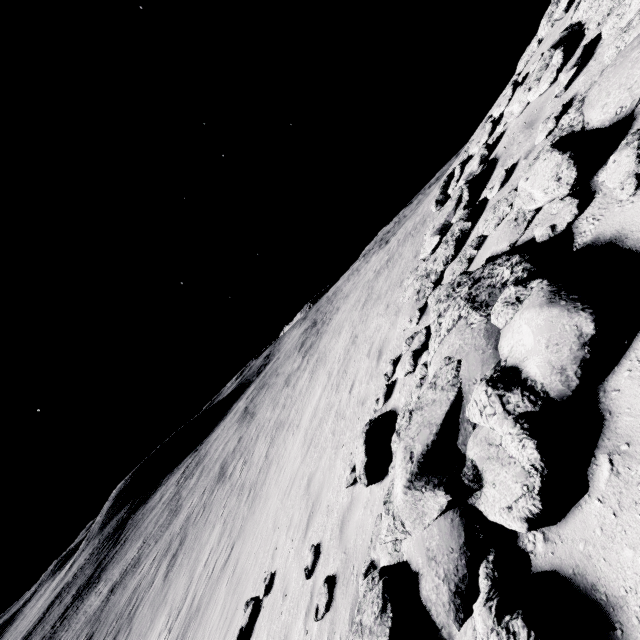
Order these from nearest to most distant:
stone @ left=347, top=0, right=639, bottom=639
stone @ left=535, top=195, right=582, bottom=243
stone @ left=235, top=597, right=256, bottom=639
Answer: stone @ left=347, top=0, right=639, bottom=639
stone @ left=535, top=195, right=582, bottom=243
stone @ left=235, top=597, right=256, bottom=639

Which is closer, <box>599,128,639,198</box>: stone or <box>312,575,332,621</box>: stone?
<box>599,128,639,198</box>: stone

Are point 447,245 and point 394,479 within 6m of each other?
yes

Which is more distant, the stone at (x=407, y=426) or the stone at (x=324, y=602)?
the stone at (x=324, y=602)

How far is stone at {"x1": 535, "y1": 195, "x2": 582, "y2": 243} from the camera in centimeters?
310cm

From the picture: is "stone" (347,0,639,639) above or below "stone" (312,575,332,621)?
above

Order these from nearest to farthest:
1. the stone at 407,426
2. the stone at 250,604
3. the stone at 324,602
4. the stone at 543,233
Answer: the stone at 407,426 → the stone at 543,233 → the stone at 324,602 → the stone at 250,604
